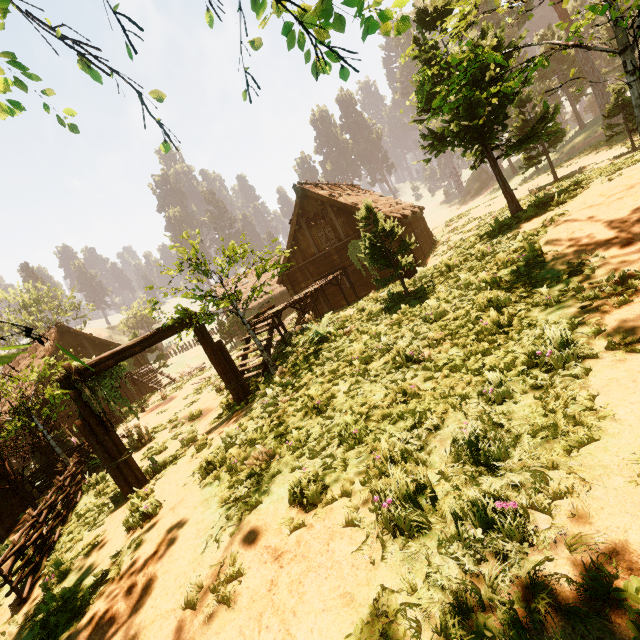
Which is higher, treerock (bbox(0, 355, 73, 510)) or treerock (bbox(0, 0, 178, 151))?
treerock (bbox(0, 0, 178, 151))

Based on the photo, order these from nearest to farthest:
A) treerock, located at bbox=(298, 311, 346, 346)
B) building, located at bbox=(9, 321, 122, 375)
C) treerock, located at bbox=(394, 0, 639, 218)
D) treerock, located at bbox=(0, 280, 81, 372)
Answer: treerock, located at bbox=(0, 280, 81, 372) < treerock, located at bbox=(394, 0, 639, 218) < treerock, located at bbox=(298, 311, 346, 346) < building, located at bbox=(9, 321, 122, 375)

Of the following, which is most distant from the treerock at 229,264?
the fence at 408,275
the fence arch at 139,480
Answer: the fence at 408,275

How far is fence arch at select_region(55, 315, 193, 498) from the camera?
8.26m

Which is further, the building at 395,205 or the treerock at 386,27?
the building at 395,205

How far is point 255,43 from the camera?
2.2 meters

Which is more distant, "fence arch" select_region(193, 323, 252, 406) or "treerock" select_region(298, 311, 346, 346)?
"treerock" select_region(298, 311, 346, 346)

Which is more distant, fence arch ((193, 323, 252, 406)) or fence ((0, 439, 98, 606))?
fence arch ((193, 323, 252, 406))
